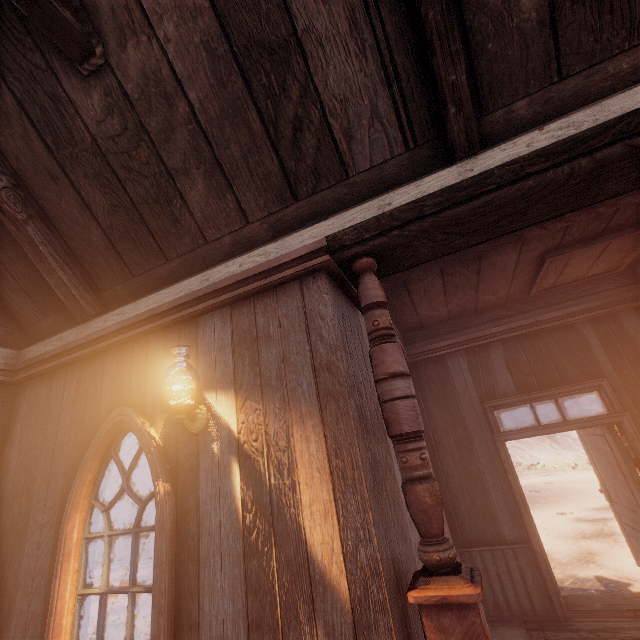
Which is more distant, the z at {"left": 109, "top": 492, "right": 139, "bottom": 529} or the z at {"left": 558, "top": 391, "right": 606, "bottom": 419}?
the z at {"left": 558, "top": 391, "right": 606, "bottom": 419}

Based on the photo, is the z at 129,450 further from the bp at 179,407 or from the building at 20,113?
the bp at 179,407

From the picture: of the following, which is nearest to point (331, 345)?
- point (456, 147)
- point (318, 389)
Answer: point (318, 389)

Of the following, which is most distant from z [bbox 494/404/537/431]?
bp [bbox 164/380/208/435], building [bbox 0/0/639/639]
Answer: bp [bbox 164/380/208/435]

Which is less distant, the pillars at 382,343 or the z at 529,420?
the pillars at 382,343

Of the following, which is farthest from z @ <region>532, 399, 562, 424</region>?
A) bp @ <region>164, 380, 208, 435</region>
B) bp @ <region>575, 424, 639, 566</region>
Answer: bp @ <region>164, 380, 208, 435</region>

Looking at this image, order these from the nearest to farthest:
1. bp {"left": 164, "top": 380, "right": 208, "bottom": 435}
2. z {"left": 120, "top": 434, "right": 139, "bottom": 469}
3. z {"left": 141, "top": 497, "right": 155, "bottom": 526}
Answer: bp {"left": 164, "top": 380, "right": 208, "bottom": 435} → z {"left": 141, "top": 497, "right": 155, "bottom": 526} → z {"left": 120, "top": 434, "right": 139, "bottom": 469}
